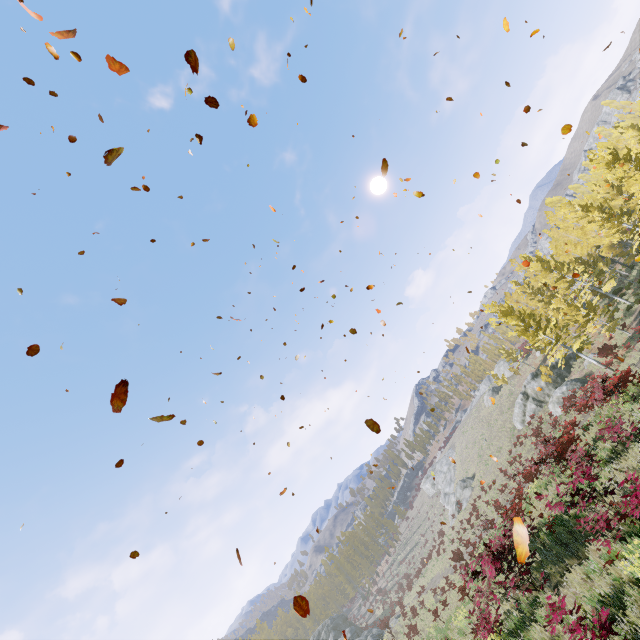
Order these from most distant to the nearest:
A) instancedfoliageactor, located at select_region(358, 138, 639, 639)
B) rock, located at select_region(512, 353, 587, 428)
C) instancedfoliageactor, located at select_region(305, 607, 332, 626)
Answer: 1. instancedfoliageactor, located at select_region(305, 607, 332, 626)
2. rock, located at select_region(512, 353, 587, 428)
3. instancedfoliageactor, located at select_region(358, 138, 639, 639)

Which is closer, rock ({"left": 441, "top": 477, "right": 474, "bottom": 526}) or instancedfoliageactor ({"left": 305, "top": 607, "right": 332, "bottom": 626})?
rock ({"left": 441, "top": 477, "right": 474, "bottom": 526})

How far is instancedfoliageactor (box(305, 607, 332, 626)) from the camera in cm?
5716

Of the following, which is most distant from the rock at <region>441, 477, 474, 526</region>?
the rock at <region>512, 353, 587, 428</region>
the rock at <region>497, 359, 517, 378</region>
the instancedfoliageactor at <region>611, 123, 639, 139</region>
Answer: the instancedfoliageactor at <region>611, 123, 639, 139</region>

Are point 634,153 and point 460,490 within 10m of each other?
no

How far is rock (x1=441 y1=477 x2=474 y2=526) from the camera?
42.9 meters

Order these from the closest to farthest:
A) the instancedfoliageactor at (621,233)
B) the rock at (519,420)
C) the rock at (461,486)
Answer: the instancedfoliageactor at (621,233)
the rock at (519,420)
the rock at (461,486)

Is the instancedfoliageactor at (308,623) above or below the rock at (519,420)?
above
